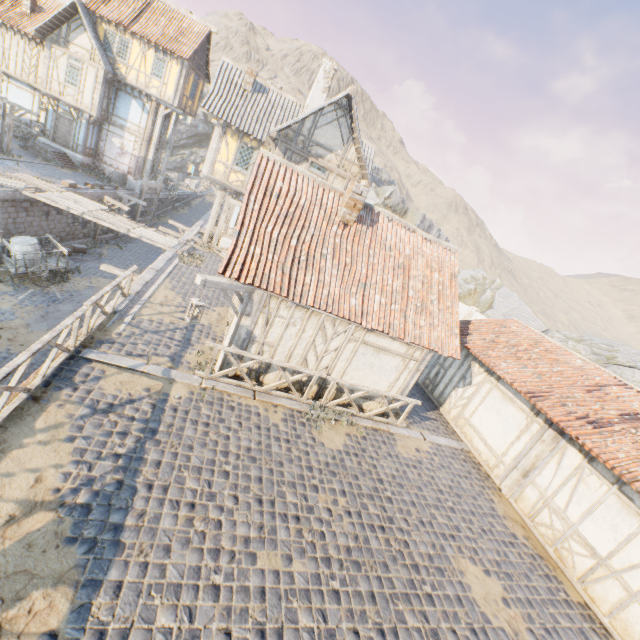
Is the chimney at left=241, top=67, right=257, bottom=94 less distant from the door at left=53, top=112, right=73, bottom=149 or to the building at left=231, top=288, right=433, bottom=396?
the building at left=231, top=288, right=433, bottom=396

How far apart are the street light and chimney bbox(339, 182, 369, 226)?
3.5m

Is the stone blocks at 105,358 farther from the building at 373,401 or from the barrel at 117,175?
the barrel at 117,175

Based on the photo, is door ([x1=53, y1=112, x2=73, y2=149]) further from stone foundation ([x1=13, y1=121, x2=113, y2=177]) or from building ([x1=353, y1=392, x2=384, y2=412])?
building ([x1=353, y1=392, x2=384, y2=412])

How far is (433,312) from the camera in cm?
1035

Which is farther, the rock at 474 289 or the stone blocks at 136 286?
the rock at 474 289

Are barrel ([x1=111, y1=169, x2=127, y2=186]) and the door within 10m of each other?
A: yes

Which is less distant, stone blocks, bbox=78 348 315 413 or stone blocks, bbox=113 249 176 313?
stone blocks, bbox=78 348 315 413
